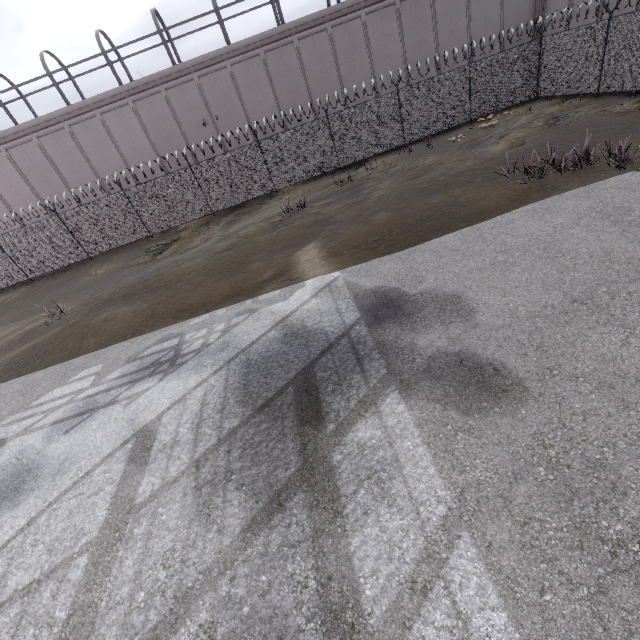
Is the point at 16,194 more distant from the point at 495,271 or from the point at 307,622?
the point at 307,622
